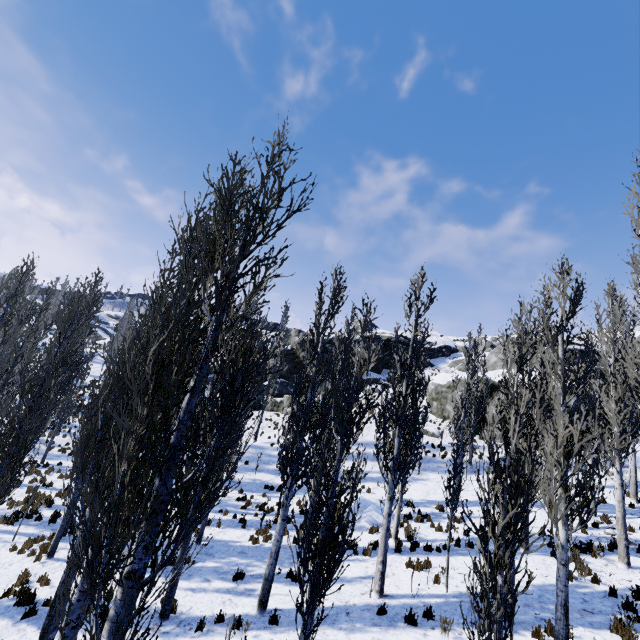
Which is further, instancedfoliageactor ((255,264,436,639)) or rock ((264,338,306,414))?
rock ((264,338,306,414))

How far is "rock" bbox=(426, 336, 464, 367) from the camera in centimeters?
4881cm

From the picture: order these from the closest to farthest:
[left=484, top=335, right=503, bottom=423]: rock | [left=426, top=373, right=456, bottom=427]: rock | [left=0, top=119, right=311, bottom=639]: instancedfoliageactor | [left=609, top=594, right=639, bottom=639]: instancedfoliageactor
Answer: [left=0, top=119, right=311, bottom=639]: instancedfoliageactor → [left=609, top=594, right=639, bottom=639]: instancedfoliageactor → [left=484, top=335, right=503, bottom=423]: rock → [left=426, top=373, right=456, bottom=427]: rock

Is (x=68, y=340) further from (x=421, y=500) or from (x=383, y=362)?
(x=383, y=362)

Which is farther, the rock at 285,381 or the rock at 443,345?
the rock at 443,345

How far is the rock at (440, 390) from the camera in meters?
30.9
